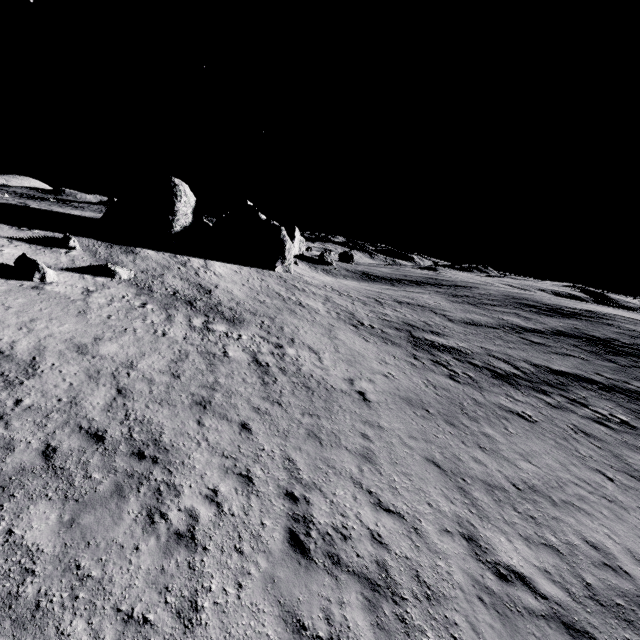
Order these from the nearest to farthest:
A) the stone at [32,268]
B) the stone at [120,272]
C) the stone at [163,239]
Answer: the stone at [32,268], the stone at [120,272], the stone at [163,239]

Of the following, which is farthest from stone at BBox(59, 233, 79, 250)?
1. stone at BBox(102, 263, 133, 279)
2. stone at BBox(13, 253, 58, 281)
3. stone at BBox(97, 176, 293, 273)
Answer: stone at BBox(97, 176, 293, 273)

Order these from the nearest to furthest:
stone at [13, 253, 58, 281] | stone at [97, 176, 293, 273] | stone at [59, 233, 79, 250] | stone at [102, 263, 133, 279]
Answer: stone at [13, 253, 58, 281] → stone at [102, 263, 133, 279] → stone at [59, 233, 79, 250] → stone at [97, 176, 293, 273]

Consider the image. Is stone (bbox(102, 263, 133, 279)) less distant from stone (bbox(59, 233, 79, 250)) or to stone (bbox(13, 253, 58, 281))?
stone (bbox(13, 253, 58, 281))

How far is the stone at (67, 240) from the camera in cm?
Answer: 2212

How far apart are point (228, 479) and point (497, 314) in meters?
41.6

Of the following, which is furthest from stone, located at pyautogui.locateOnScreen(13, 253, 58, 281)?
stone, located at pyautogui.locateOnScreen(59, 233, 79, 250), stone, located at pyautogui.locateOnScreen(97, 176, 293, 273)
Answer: stone, located at pyautogui.locateOnScreen(97, 176, 293, 273)

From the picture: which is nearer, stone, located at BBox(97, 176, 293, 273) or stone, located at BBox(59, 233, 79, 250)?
stone, located at BBox(59, 233, 79, 250)
